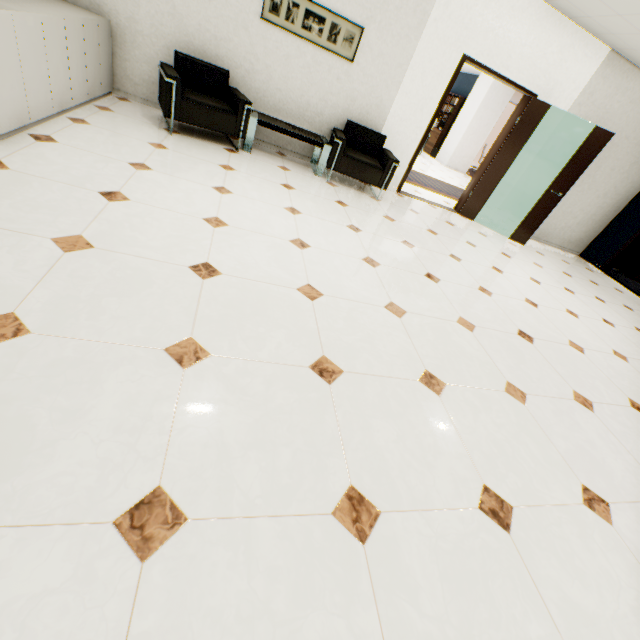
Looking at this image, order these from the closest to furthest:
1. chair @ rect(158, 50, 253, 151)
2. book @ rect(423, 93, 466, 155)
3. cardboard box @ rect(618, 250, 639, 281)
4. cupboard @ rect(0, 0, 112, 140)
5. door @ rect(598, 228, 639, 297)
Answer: cupboard @ rect(0, 0, 112, 140)
chair @ rect(158, 50, 253, 151)
door @ rect(598, 228, 639, 297)
cardboard box @ rect(618, 250, 639, 281)
book @ rect(423, 93, 466, 155)

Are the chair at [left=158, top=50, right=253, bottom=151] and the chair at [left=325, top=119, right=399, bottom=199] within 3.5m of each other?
yes

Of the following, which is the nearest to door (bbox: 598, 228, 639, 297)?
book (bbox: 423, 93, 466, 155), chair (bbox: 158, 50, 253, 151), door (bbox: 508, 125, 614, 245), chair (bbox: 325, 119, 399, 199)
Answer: door (bbox: 508, 125, 614, 245)

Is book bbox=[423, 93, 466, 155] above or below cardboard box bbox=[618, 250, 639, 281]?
above

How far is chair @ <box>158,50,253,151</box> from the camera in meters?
3.8

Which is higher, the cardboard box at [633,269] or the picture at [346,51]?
the picture at [346,51]

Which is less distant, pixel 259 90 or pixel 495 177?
pixel 259 90

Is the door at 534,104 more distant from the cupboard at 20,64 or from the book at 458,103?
the book at 458,103
